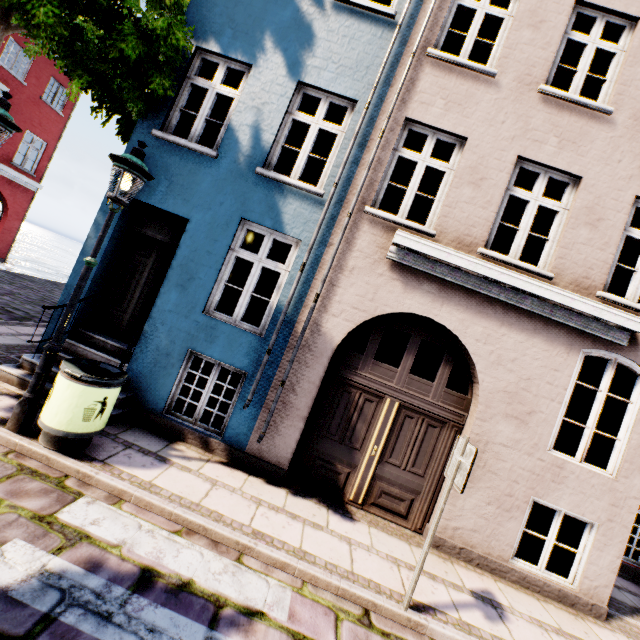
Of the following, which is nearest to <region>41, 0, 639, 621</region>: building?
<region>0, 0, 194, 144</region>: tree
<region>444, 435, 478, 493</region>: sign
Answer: <region>0, 0, 194, 144</region>: tree

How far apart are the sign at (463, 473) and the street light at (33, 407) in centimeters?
491cm

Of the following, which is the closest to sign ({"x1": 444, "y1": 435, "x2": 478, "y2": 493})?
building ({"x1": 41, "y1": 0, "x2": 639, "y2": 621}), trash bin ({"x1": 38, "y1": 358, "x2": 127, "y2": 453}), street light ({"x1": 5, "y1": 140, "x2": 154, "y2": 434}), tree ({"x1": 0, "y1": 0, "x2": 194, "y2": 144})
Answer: building ({"x1": 41, "y1": 0, "x2": 639, "y2": 621})

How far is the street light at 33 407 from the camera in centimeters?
385cm

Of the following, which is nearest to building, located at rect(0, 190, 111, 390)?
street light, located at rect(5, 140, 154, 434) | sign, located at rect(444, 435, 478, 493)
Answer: street light, located at rect(5, 140, 154, 434)

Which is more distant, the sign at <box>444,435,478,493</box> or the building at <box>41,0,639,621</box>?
the building at <box>41,0,639,621</box>

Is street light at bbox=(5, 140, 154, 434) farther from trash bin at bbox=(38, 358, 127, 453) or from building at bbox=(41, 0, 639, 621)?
building at bbox=(41, 0, 639, 621)

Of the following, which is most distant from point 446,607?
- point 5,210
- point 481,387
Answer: point 5,210
